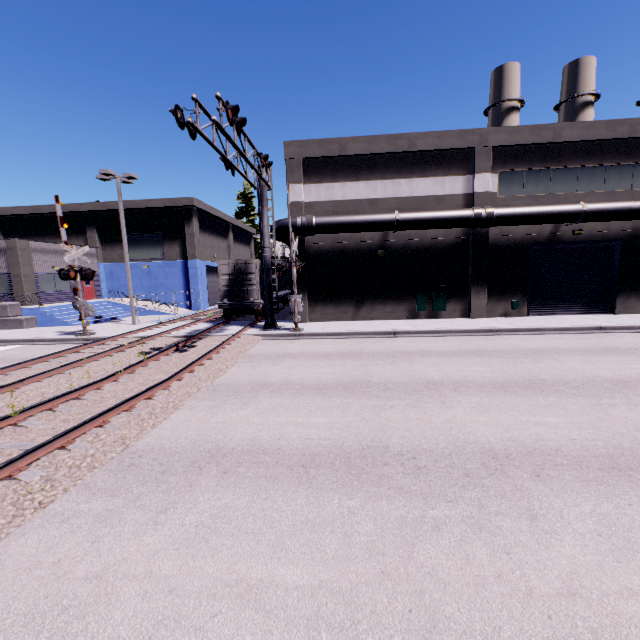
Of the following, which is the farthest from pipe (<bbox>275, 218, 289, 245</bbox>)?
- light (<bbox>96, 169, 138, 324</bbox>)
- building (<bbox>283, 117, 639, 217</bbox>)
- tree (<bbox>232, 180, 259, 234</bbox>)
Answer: tree (<bbox>232, 180, 259, 234</bbox>)

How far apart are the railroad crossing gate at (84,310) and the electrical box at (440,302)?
18.7 meters

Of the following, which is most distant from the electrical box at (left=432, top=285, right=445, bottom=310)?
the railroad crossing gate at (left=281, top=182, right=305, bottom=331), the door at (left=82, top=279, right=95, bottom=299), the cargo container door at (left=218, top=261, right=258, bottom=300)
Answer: the door at (left=82, top=279, right=95, bottom=299)

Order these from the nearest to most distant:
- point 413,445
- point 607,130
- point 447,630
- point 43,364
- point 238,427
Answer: point 447,630
point 413,445
point 238,427
point 43,364
point 607,130

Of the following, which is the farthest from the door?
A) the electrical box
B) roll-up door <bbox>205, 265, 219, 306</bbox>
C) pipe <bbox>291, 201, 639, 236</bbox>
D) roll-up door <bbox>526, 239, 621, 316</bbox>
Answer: roll-up door <bbox>526, 239, 621, 316</bbox>

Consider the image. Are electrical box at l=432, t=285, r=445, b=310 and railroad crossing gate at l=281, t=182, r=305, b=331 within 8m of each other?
yes

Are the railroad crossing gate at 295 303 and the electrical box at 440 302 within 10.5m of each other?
yes

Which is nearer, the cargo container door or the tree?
the cargo container door
